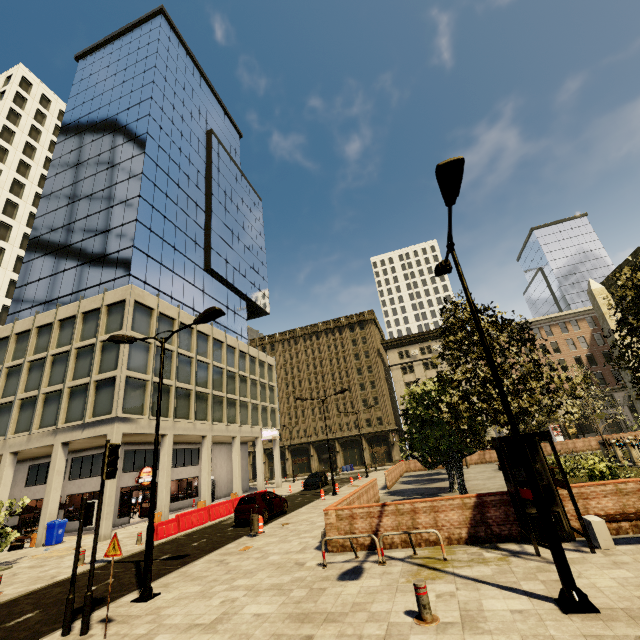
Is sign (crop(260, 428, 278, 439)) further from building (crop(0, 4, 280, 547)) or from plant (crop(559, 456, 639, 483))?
plant (crop(559, 456, 639, 483))

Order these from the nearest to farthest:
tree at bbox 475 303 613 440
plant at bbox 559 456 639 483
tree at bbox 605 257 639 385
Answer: tree at bbox 475 303 613 440
tree at bbox 605 257 639 385
plant at bbox 559 456 639 483

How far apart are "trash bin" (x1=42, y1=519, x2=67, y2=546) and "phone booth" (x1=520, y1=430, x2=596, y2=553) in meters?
25.3 m

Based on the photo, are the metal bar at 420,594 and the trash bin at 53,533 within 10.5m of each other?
no

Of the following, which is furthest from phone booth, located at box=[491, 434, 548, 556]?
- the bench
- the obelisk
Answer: the obelisk

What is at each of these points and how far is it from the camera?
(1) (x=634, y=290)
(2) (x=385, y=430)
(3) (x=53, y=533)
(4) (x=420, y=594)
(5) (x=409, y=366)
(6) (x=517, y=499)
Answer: (1) tree, 11.16m
(2) building, 56.72m
(3) trash bin, 19.66m
(4) metal bar, 5.72m
(5) building, 59.59m
(6) phone booth, 8.32m

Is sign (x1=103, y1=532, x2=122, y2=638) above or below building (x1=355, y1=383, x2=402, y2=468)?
below

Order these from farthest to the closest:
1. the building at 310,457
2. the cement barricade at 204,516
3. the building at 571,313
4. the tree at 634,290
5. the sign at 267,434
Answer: the building at 310,457
the building at 571,313
the sign at 267,434
the cement barricade at 204,516
the tree at 634,290
